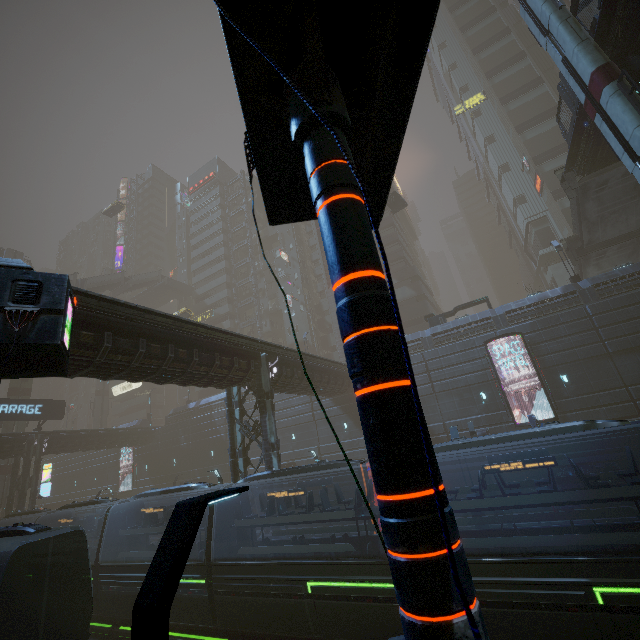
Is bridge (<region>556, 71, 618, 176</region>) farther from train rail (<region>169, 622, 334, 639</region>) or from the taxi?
the taxi

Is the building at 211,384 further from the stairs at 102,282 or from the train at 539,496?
the train at 539,496

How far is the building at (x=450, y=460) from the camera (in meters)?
24.80

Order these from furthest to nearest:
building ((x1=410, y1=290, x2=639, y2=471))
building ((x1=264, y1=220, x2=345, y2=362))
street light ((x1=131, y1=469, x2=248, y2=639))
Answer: building ((x1=264, y1=220, x2=345, y2=362)) < building ((x1=410, y1=290, x2=639, y2=471)) < street light ((x1=131, y1=469, x2=248, y2=639))

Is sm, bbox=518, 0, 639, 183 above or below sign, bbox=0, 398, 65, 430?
above

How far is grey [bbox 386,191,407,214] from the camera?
39.1 meters

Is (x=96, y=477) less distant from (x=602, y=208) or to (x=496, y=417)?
(x=496, y=417)

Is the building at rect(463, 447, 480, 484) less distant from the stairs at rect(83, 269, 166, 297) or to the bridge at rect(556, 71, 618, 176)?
the stairs at rect(83, 269, 166, 297)
